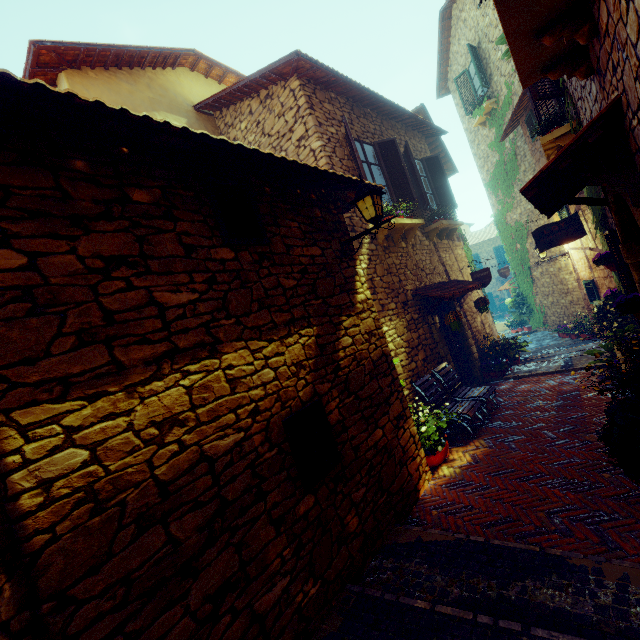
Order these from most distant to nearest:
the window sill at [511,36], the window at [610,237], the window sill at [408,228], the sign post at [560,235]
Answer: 1. the sign post at [560,235]
2. the window sill at [408,228]
3. the window at [610,237]
4. the window sill at [511,36]

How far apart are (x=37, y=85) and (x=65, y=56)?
5.74m

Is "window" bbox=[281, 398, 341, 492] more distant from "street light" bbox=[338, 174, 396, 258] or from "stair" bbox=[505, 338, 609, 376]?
"stair" bbox=[505, 338, 609, 376]

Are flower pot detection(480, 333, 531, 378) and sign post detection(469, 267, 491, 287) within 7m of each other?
yes

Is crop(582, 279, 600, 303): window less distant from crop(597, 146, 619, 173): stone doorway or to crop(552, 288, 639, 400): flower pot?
crop(552, 288, 639, 400): flower pot

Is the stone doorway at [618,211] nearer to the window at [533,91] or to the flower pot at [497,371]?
the window at [533,91]

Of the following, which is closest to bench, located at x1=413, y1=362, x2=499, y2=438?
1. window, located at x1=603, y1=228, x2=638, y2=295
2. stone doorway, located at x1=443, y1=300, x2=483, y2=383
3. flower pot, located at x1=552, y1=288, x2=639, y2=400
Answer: stone doorway, located at x1=443, y1=300, x2=483, y2=383

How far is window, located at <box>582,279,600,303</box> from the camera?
8.70m
